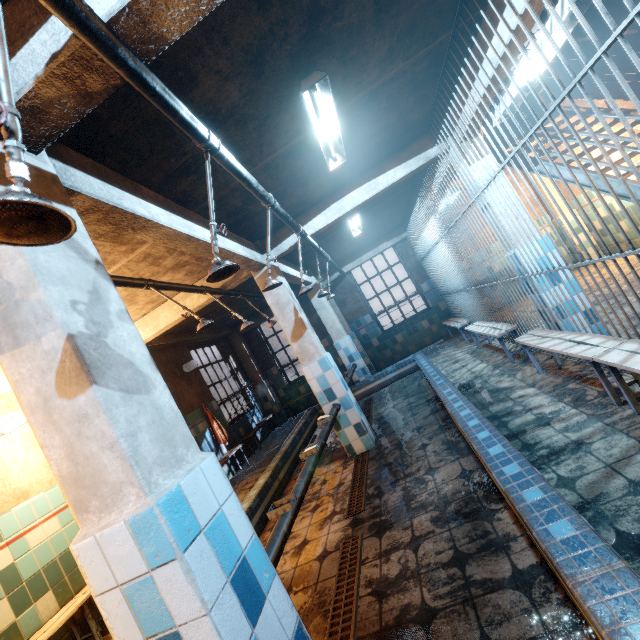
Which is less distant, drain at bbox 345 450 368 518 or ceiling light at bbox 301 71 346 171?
ceiling light at bbox 301 71 346 171

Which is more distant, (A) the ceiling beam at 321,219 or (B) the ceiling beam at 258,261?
(A) the ceiling beam at 321,219

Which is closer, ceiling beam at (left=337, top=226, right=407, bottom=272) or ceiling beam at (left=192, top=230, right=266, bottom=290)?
ceiling beam at (left=192, top=230, right=266, bottom=290)

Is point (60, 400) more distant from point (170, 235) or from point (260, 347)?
point (260, 347)

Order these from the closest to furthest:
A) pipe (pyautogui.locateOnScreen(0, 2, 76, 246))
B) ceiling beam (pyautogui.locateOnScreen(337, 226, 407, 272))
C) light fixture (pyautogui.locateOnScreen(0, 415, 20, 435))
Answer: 1. pipe (pyautogui.locateOnScreen(0, 2, 76, 246))
2. light fixture (pyautogui.locateOnScreen(0, 415, 20, 435))
3. ceiling beam (pyautogui.locateOnScreen(337, 226, 407, 272))

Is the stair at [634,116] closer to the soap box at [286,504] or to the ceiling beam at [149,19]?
the ceiling beam at [149,19]

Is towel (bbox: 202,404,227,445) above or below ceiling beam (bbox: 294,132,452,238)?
Result: below

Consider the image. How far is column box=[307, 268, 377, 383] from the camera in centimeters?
688cm
